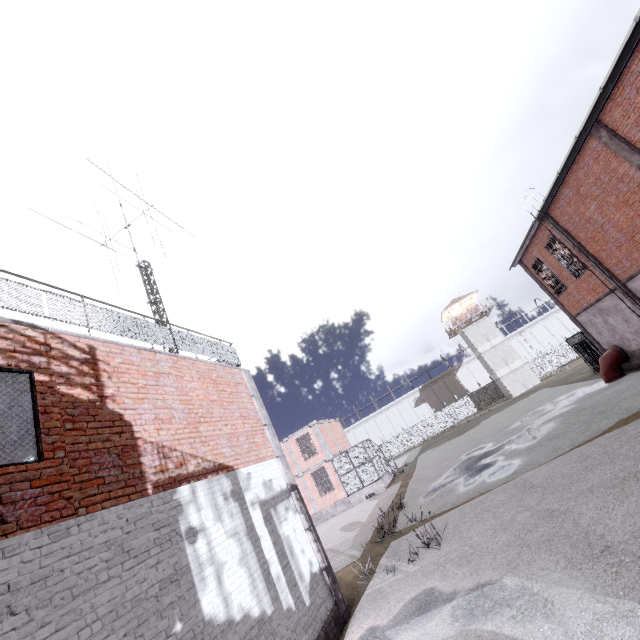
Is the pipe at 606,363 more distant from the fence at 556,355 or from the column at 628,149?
the fence at 556,355

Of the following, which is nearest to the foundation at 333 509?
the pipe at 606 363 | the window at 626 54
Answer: the pipe at 606 363

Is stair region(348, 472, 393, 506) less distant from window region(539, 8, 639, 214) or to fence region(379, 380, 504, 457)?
window region(539, 8, 639, 214)

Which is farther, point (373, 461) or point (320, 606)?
point (373, 461)

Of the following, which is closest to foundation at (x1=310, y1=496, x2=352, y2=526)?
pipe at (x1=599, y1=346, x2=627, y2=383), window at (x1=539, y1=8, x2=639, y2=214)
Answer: pipe at (x1=599, y1=346, x2=627, y2=383)

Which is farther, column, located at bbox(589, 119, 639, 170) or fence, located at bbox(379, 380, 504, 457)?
fence, located at bbox(379, 380, 504, 457)

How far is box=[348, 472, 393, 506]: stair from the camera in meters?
24.8

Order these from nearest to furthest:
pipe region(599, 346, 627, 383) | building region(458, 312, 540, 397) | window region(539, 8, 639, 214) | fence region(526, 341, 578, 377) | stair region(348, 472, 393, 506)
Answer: window region(539, 8, 639, 214) < pipe region(599, 346, 627, 383) < stair region(348, 472, 393, 506) < building region(458, 312, 540, 397) < fence region(526, 341, 578, 377)
